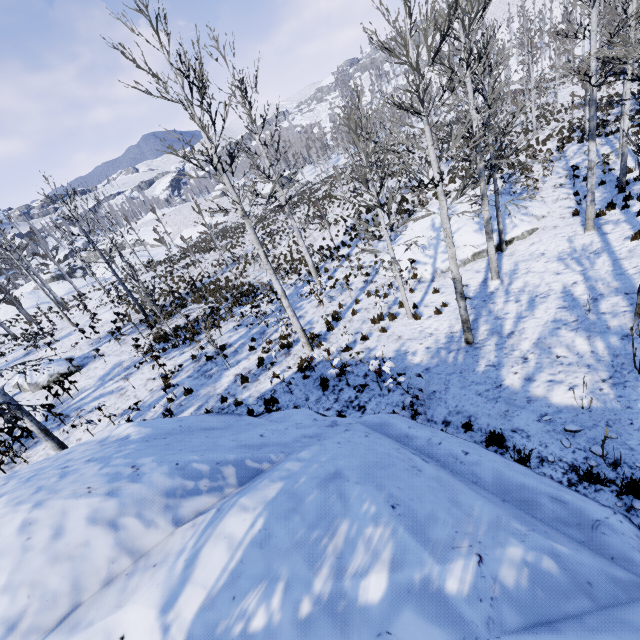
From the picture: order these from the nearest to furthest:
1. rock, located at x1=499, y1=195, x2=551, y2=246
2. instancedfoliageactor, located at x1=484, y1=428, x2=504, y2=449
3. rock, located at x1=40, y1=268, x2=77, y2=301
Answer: instancedfoliageactor, located at x1=484, y1=428, x2=504, y2=449
rock, located at x1=499, y1=195, x2=551, y2=246
rock, located at x1=40, y1=268, x2=77, y2=301

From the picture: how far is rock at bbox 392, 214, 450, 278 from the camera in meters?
14.5 m

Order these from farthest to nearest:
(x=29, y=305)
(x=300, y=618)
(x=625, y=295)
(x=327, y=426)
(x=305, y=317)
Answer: (x=29, y=305), (x=305, y=317), (x=625, y=295), (x=327, y=426), (x=300, y=618)

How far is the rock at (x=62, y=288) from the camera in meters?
39.2 m

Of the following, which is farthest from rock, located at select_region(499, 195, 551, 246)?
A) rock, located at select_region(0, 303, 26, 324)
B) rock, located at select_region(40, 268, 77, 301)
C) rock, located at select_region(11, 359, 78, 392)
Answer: rock, located at select_region(40, 268, 77, 301)

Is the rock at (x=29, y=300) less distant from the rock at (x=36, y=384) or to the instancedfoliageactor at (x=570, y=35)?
the rock at (x=36, y=384)

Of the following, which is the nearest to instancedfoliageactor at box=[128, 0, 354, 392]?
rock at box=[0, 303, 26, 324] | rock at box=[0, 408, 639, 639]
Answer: rock at box=[0, 408, 639, 639]

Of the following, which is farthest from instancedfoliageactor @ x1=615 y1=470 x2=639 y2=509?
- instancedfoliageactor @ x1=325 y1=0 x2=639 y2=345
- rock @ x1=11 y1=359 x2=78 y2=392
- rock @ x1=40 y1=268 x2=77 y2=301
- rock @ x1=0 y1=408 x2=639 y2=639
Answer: rock @ x1=40 y1=268 x2=77 y2=301
